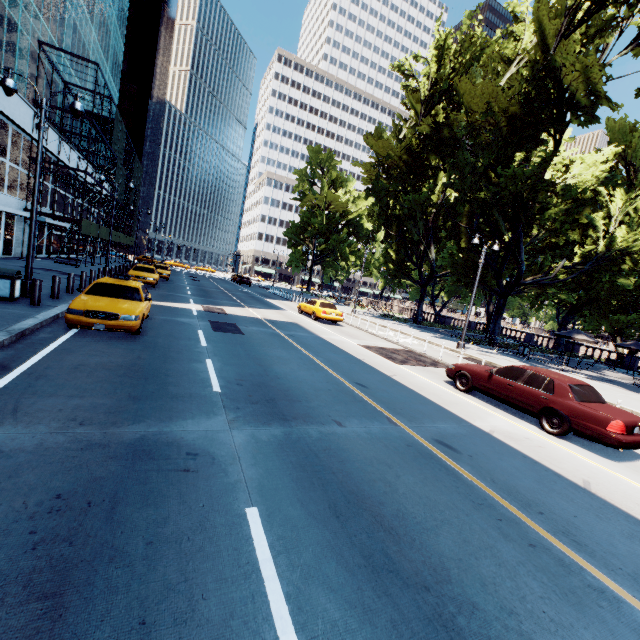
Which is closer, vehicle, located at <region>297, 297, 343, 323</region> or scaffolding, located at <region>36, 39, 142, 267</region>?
vehicle, located at <region>297, 297, 343, 323</region>

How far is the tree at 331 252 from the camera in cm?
5281

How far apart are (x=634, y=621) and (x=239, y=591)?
3.94m

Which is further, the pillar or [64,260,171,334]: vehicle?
the pillar

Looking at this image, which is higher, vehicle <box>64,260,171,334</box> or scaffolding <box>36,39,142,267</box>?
scaffolding <box>36,39,142,267</box>

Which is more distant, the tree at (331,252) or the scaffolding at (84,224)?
the tree at (331,252)

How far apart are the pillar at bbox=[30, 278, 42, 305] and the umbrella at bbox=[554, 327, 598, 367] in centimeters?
3118cm

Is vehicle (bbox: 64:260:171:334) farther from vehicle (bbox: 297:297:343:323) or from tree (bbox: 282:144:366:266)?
tree (bbox: 282:144:366:266)
